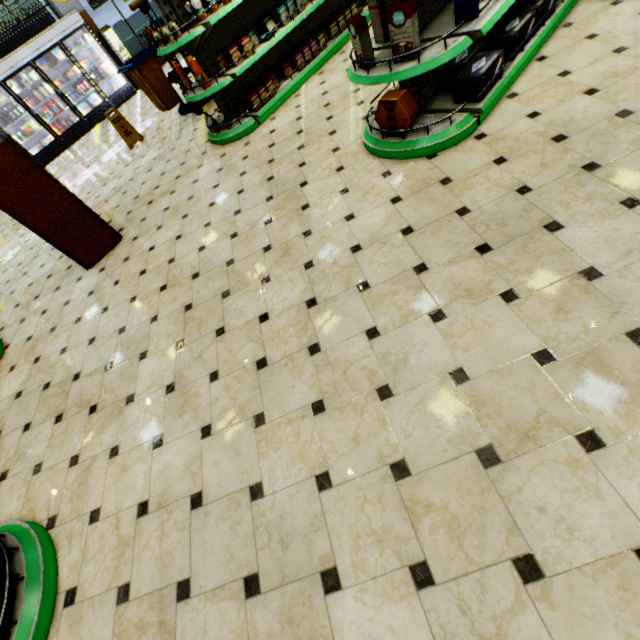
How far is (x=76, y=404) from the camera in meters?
3.1

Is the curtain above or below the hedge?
above

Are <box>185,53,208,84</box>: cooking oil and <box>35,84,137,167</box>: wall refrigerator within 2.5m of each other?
no

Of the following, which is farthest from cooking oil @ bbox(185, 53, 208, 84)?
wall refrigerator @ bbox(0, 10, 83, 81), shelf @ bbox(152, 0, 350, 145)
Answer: wall refrigerator @ bbox(0, 10, 83, 81)

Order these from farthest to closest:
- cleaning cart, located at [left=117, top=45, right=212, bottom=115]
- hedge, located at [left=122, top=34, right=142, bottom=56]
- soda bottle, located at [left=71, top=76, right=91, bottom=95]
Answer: hedge, located at [left=122, top=34, right=142, bottom=56] < soda bottle, located at [left=71, top=76, right=91, bottom=95] < cleaning cart, located at [left=117, top=45, right=212, bottom=115]

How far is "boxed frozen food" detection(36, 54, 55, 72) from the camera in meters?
9.4

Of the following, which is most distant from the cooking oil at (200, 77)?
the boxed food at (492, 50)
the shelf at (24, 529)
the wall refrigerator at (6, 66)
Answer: the wall refrigerator at (6, 66)

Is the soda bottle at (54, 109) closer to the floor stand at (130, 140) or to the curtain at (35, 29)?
the curtain at (35, 29)
